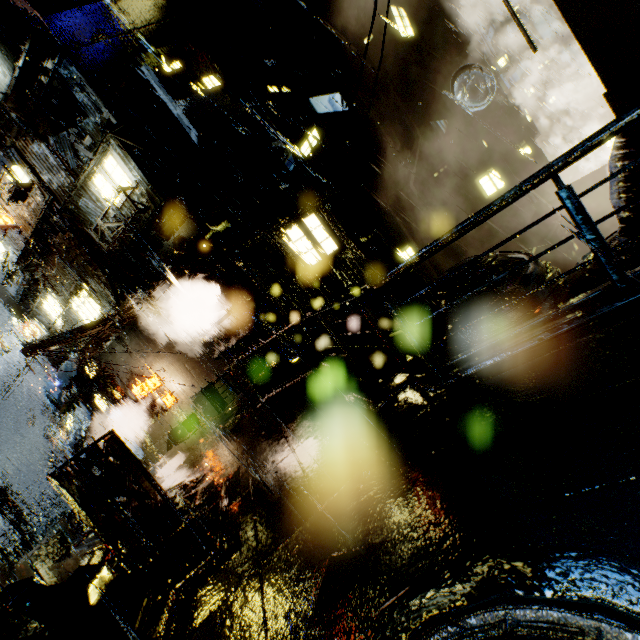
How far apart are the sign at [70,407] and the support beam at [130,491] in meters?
16.8 m

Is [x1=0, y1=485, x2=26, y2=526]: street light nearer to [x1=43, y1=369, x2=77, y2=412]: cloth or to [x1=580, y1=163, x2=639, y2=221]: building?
[x1=580, y1=163, x2=639, y2=221]: building

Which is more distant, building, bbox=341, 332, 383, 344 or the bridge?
the bridge

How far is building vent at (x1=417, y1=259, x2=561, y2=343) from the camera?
11.4 meters

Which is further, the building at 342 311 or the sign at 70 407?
the sign at 70 407

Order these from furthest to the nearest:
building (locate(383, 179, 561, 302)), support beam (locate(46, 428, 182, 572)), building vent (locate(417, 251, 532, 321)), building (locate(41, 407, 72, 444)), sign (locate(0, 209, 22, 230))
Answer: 1. building (locate(41, 407, 72, 444))
2. building (locate(383, 179, 561, 302))
3. sign (locate(0, 209, 22, 230))
4. building vent (locate(417, 251, 532, 321))
5. support beam (locate(46, 428, 182, 572))

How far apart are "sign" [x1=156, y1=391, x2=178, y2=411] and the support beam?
10.40m

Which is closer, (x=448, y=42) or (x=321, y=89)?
(x=321, y=89)
